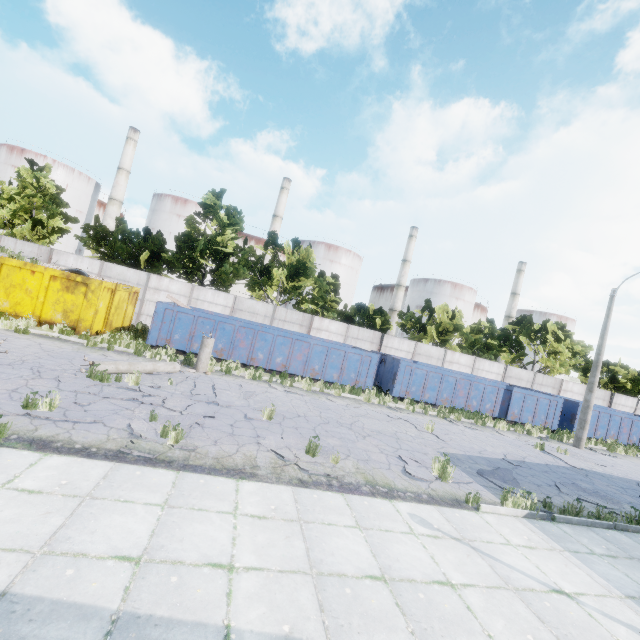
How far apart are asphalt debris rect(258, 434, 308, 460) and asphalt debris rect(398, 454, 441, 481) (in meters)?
1.73

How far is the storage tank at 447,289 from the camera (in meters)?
59.81

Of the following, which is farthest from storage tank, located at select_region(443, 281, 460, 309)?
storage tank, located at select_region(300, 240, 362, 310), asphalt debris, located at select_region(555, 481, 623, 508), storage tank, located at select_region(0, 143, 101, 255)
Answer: storage tank, located at select_region(0, 143, 101, 255)

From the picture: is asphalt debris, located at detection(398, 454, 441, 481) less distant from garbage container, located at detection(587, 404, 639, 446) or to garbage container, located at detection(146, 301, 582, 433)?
garbage container, located at detection(146, 301, 582, 433)

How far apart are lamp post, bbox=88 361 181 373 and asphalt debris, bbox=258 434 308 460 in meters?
5.4

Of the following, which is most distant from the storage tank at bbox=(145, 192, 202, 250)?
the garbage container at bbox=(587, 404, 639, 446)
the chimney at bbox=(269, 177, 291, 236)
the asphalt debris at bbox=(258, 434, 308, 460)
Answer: the asphalt debris at bbox=(258, 434, 308, 460)

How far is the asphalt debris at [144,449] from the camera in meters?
5.6 m

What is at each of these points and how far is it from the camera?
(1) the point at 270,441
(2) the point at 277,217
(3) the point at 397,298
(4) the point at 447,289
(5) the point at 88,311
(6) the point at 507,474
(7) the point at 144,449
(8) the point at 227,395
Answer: (1) asphalt debris, 7.71m
(2) chimney, 52.19m
(3) chimney, 59.12m
(4) storage tank, 59.94m
(5) garbage container, 14.41m
(6) asphalt debris, 9.34m
(7) asphalt debris, 5.84m
(8) asphalt debris, 10.62m
